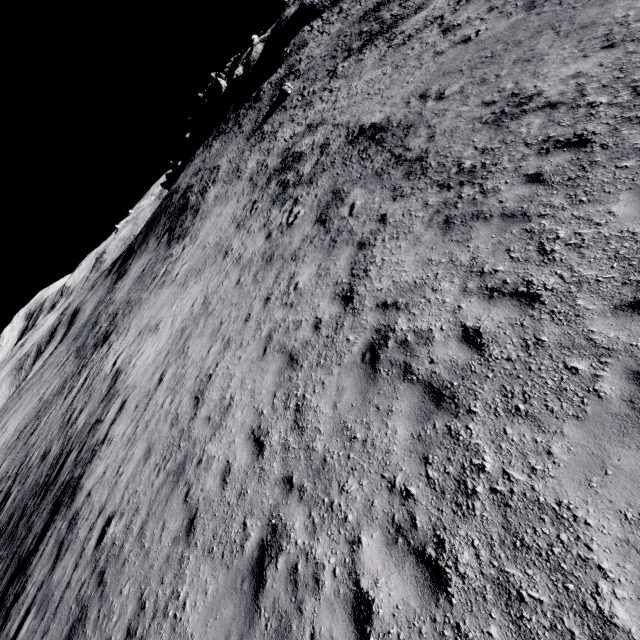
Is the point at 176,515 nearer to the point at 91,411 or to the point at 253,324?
the point at 253,324
